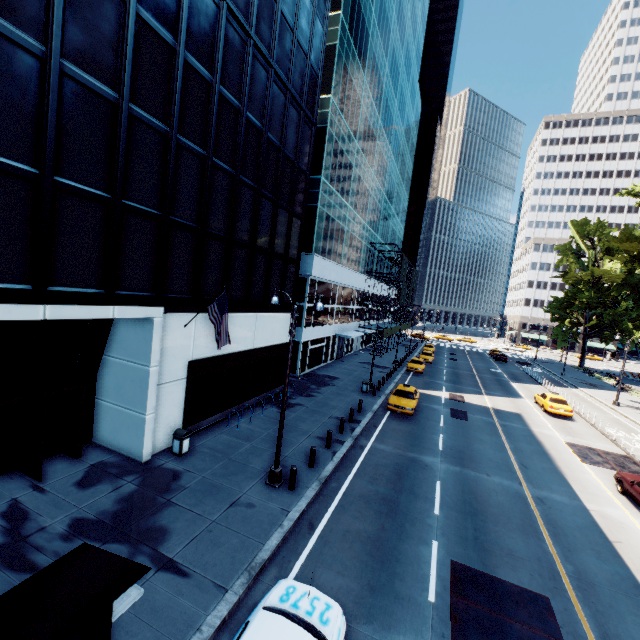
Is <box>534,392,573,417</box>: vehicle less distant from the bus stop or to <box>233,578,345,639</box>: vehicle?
<box>233,578,345,639</box>: vehicle

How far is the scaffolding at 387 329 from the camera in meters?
44.4

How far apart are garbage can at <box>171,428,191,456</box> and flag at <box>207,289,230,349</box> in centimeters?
382cm

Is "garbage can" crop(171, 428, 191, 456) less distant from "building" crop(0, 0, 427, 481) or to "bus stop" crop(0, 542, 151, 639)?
"building" crop(0, 0, 427, 481)

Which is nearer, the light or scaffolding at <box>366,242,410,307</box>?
the light

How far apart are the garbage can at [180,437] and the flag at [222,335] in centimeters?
382cm

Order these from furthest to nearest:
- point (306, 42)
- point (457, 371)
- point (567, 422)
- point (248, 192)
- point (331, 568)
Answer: point (457, 371)
point (567, 422)
point (306, 42)
point (248, 192)
point (331, 568)

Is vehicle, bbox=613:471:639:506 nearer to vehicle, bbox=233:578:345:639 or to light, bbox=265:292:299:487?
vehicle, bbox=233:578:345:639
